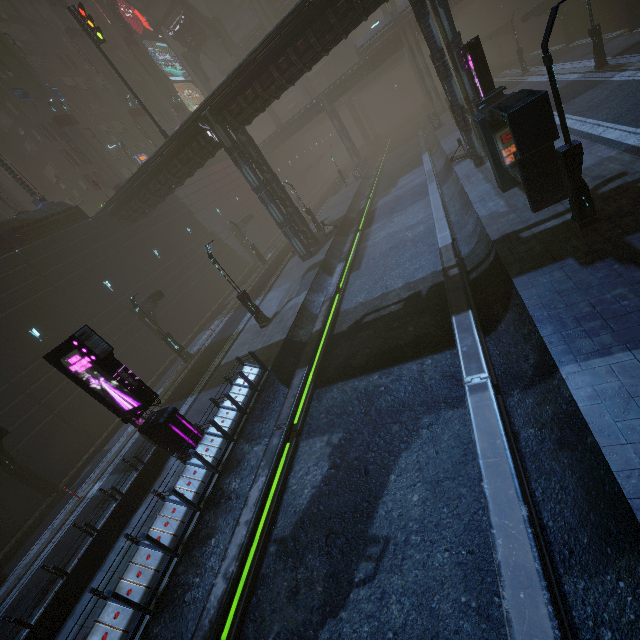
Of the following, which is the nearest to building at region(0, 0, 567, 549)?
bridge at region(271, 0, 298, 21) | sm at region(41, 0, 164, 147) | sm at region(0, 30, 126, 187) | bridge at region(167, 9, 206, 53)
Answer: sm at region(41, 0, 164, 147)

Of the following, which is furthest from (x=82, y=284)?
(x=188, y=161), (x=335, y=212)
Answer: (x=335, y=212)

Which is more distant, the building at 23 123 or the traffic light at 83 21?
the building at 23 123

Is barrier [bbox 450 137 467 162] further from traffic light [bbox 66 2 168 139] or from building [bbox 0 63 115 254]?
traffic light [bbox 66 2 168 139]

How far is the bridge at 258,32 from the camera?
55.0m

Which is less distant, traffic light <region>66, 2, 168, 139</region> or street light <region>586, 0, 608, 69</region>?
street light <region>586, 0, 608, 69</region>

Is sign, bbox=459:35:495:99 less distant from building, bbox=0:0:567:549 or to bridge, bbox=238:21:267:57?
building, bbox=0:0:567:549

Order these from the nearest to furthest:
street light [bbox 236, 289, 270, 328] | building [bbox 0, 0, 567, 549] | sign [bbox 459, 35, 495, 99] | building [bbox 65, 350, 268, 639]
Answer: building [bbox 65, 350, 268, 639], sign [bbox 459, 35, 495, 99], building [bbox 0, 0, 567, 549], street light [bbox 236, 289, 270, 328]
